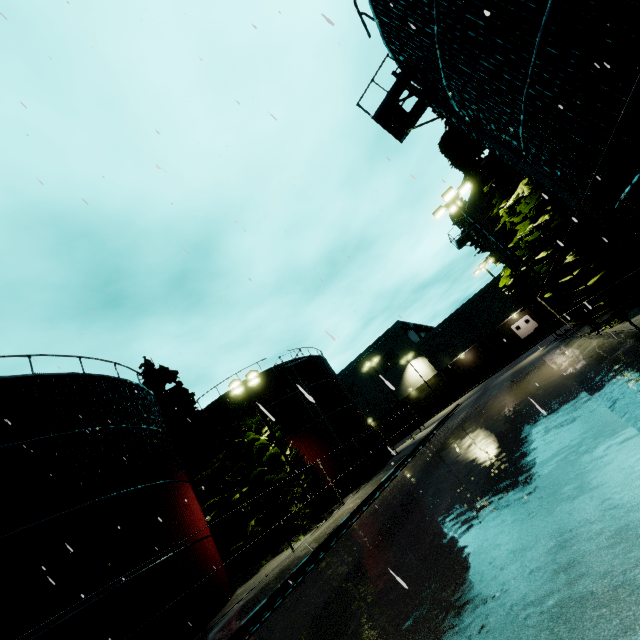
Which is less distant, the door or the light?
the light

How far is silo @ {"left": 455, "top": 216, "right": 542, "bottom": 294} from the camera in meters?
A: 25.2 m

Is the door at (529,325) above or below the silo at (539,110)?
below

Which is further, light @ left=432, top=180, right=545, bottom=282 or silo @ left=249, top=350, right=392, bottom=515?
silo @ left=249, top=350, right=392, bottom=515

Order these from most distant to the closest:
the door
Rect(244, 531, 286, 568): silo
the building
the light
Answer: the door → the building → Rect(244, 531, 286, 568): silo → the light

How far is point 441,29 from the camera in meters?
8.4

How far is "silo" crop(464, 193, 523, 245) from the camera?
23.5m

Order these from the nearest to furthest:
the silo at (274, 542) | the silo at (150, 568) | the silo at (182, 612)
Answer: the silo at (150, 568) < the silo at (182, 612) < the silo at (274, 542)
